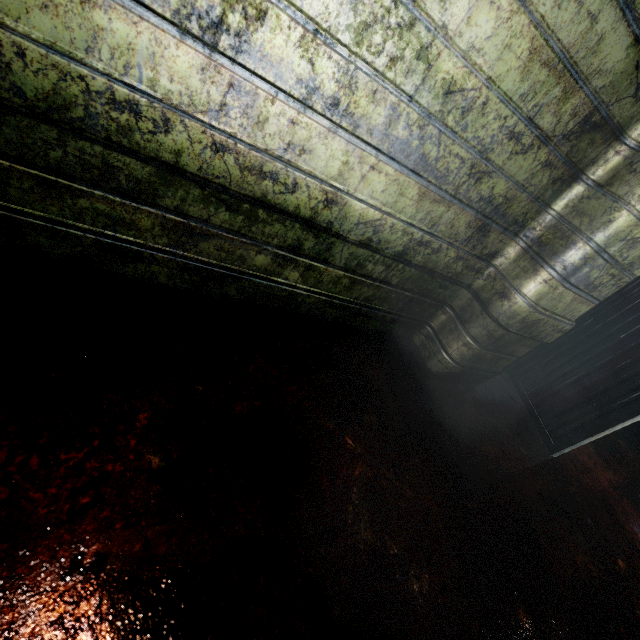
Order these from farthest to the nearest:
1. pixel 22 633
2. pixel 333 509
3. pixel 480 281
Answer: pixel 480 281, pixel 333 509, pixel 22 633
